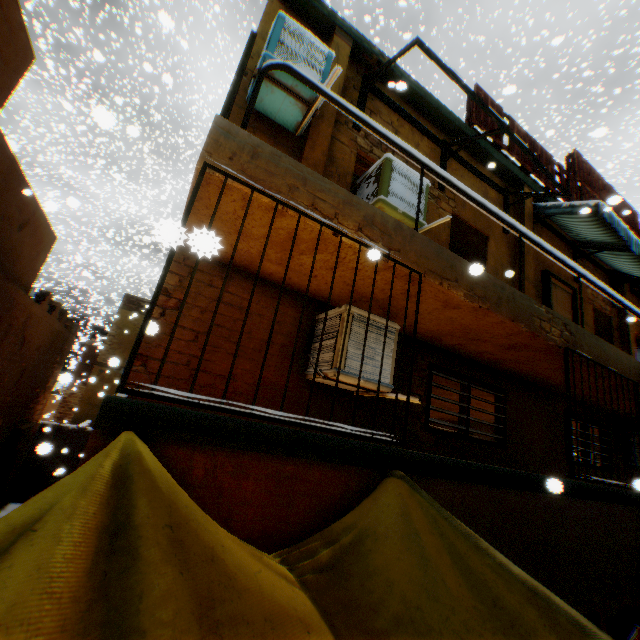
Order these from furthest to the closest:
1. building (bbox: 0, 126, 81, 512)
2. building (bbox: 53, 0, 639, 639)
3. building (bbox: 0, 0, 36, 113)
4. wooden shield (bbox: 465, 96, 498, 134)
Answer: wooden shield (bbox: 465, 96, 498, 134)
building (bbox: 0, 126, 81, 512)
building (bbox: 0, 0, 36, 113)
building (bbox: 53, 0, 639, 639)

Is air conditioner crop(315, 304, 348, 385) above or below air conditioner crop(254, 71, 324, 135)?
below

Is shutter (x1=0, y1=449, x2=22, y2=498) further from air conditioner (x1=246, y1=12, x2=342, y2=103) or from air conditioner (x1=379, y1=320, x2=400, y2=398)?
air conditioner (x1=246, y1=12, x2=342, y2=103)

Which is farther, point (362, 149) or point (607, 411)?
point (607, 411)

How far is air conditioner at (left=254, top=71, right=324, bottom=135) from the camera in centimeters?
395cm

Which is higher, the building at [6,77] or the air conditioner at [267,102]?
the air conditioner at [267,102]

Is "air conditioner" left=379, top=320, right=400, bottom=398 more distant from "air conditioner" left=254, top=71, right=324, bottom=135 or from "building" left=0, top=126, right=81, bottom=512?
"air conditioner" left=254, top=71, right=324, bottom=135

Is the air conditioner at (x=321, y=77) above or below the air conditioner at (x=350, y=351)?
above
